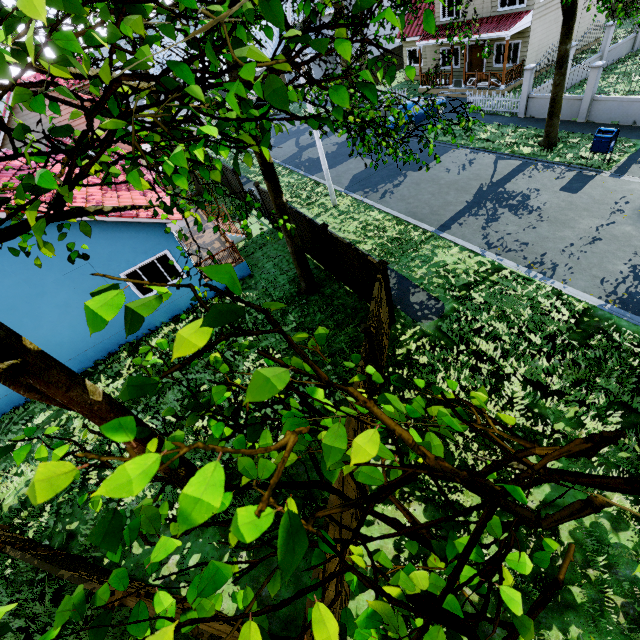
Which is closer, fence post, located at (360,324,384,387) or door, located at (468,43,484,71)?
fence post, located at (360,324,384,387)

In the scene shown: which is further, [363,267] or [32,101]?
[363,267]

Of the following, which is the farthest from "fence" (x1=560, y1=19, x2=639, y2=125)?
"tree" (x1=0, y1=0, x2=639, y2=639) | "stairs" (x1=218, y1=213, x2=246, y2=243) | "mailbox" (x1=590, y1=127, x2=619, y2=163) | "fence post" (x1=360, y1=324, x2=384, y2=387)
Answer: "mailbox" (x1=590, y1=127, x2=619, y2=163)

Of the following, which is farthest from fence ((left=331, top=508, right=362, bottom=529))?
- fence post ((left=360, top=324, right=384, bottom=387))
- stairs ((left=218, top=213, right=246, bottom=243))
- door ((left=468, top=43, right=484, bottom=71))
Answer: door ((left=468, top=43, right=484, bottom=71))

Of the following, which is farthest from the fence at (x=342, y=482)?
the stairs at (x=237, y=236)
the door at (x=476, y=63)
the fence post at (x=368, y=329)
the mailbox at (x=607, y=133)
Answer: the door at (x=476, y=63)

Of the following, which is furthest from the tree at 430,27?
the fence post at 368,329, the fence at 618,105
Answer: the fence post at 368,329

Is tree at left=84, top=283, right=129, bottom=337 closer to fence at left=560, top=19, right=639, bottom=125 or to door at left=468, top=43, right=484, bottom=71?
fence at left=560, top=19, right=639, bottom=125

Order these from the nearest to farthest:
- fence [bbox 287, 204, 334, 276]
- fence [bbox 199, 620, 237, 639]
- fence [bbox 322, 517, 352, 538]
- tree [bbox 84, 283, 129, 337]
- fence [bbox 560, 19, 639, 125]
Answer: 1. tree [bbox 84, 283, 129, 337]
2. fence [bbox 199, 620, 237, 639]
3. fence [bbox 322, 517, 352, 538]
4. fence [bbox 287, 204, 334, 276]
5. fence [bbox 560, 19, 639, 125]
